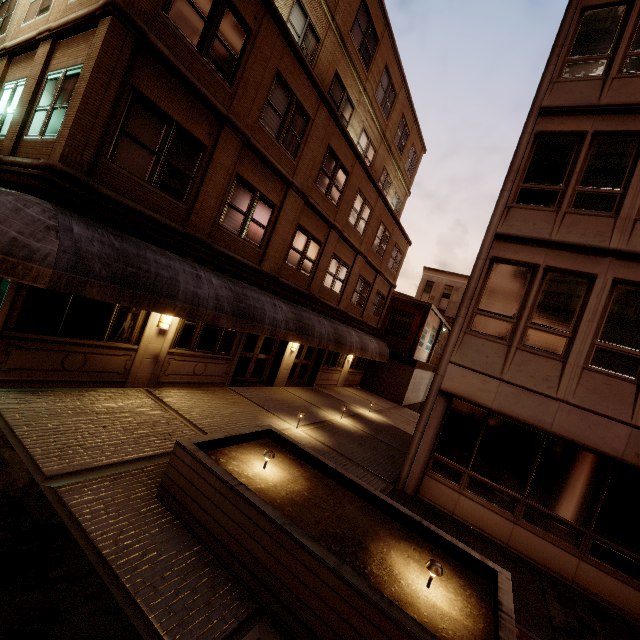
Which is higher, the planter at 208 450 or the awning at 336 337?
the awning at 336 337

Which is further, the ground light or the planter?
the ground light

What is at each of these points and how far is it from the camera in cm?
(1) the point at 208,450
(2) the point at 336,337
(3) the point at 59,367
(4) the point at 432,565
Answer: (1) planter, 567
(2) awning, 1588
(3) building, 755
(4) ground light, 421

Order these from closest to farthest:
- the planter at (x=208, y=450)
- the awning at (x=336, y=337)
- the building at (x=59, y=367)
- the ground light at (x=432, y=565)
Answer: the planter at (x=208, y=450), the ground light at (x=432, y=565), the awning at (x=336, y=337), the building at (x=59, y=367)

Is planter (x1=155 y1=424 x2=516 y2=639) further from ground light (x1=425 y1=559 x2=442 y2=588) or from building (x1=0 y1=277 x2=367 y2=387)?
building (x1=0 y1=277 x2=367 y2=387)

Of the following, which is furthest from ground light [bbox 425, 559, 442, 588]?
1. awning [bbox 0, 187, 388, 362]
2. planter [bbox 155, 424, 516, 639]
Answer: awning [bbox 0, 187, 388, 362]

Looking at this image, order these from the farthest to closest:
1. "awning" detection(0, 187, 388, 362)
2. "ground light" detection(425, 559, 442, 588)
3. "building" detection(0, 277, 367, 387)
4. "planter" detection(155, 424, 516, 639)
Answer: "building" detection(0, 277, 367, 387)
"awning" detection(0, 187, 388, 362)
"ground light" detection(425, 559, 442, 588)
"planter" detection(155, 424, 516, 639)

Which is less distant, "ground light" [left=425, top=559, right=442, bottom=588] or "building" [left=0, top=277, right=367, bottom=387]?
"ground light" [left=425, top=559, right=442, bottom=588]
